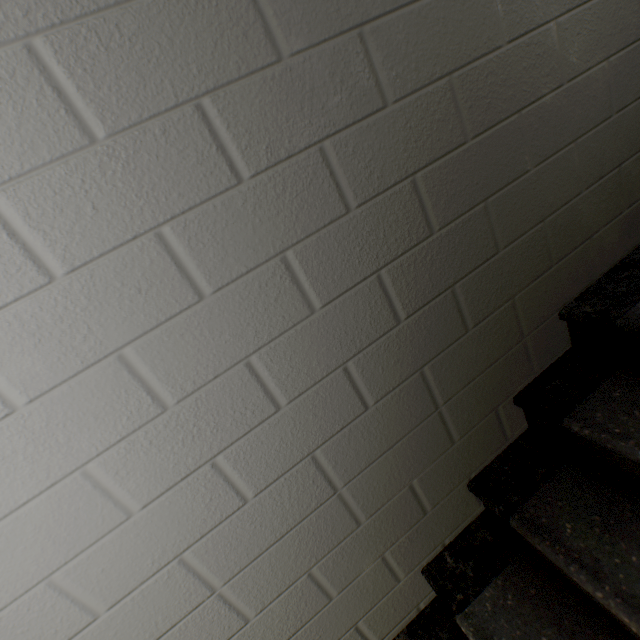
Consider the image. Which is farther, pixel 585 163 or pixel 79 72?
pixel 585 163
